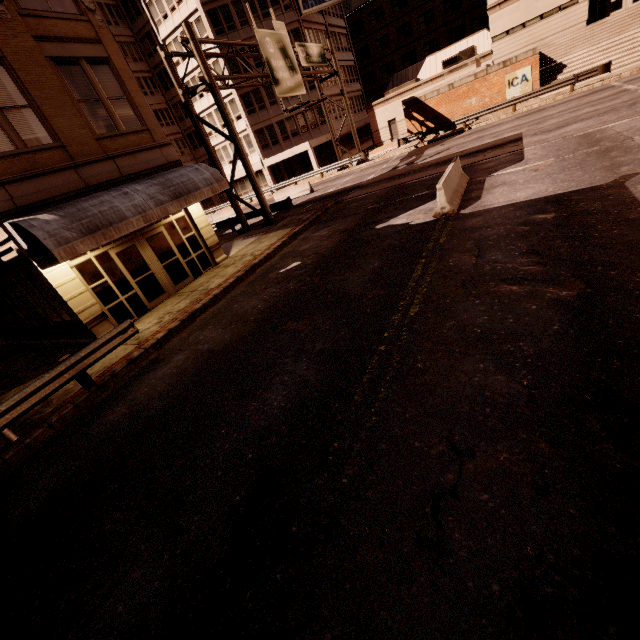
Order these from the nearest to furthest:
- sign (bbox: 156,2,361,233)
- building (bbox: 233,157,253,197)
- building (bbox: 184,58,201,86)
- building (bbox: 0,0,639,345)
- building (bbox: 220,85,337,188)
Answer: building (bbox: 0,0,639,345) < sign (bbox: 156,2,361,233) < building (bbox: 184,58,201,86) < building (bbox: 220,85,337,188) < building (bbox: 233,157,253,197)

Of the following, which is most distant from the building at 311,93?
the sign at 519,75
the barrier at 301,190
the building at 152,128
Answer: the sign at 519,75

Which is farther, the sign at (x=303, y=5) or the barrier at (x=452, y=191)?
the sign at (x=303, y=5)

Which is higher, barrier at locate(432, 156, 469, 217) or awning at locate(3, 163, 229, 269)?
awning at locate(3, 163, 229, 269)

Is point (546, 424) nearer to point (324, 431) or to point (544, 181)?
point (324, 431)

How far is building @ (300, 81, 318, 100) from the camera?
37.7m

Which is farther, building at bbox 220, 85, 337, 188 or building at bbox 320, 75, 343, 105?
building at bbox 320, 75, 343, 105
